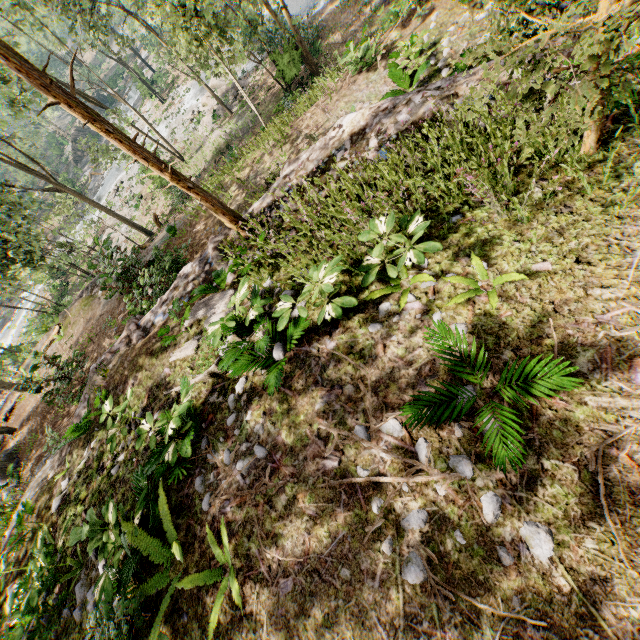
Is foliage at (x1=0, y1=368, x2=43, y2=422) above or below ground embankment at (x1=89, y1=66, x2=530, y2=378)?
below

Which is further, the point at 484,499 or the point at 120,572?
the point at 120,572

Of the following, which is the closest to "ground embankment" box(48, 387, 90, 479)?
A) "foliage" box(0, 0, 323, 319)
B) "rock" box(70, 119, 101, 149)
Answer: "foliage" box(0, 0, 323, 319)

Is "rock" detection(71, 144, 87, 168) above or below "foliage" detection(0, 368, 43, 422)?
below

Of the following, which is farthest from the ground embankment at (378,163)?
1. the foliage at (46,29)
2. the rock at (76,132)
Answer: the rock at (76,132)

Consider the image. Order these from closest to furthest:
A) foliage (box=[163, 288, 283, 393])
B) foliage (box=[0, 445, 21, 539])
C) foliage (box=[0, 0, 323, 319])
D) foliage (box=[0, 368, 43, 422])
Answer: foliage (box=[163, 288, 283, 393]) < foliage (box=[0, 0, 323, 319]) < foliage (box=[0, 445, 21, 539]) < foliage (box=[0, 368, 43, 422])

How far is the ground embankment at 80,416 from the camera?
7.7 meters
